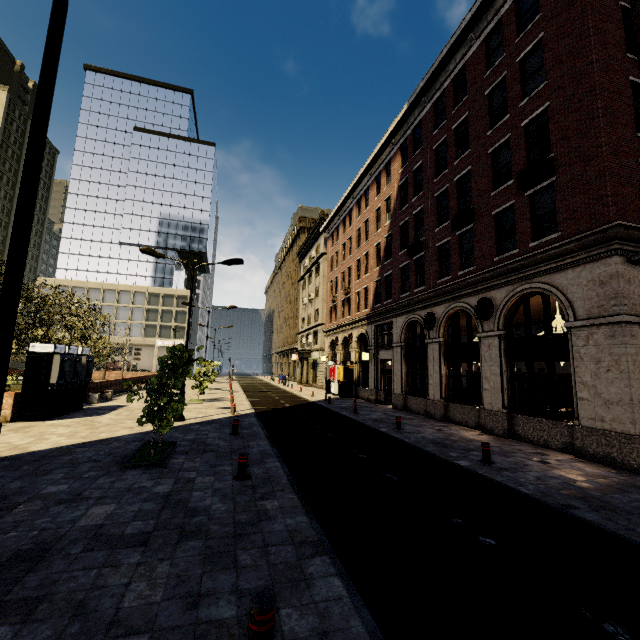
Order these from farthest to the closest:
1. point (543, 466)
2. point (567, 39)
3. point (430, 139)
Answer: point (430, 139)
point (567, 39)
point (543, 466)

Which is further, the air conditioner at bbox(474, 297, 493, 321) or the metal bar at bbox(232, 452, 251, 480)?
the air conditioner at bbox(474, 297, 493, 321)

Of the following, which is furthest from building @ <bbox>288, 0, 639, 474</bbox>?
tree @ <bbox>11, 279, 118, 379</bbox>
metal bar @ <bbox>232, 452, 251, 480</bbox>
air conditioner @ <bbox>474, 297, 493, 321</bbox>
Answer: tree @ <bbox>11, 279, 118, 379</bbox>

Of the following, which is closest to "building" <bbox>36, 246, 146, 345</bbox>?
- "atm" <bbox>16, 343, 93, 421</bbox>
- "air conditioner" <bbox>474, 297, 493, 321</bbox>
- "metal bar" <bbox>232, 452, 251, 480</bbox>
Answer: "air conditioner" <bbox>474, 297, 493, 321</bbox>

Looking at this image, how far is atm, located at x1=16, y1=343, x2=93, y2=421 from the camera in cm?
1369

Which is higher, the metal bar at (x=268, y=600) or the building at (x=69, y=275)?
the building at (x=69, y=275)

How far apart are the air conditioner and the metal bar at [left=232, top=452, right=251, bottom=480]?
11.3m

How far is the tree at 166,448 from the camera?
8.67m
